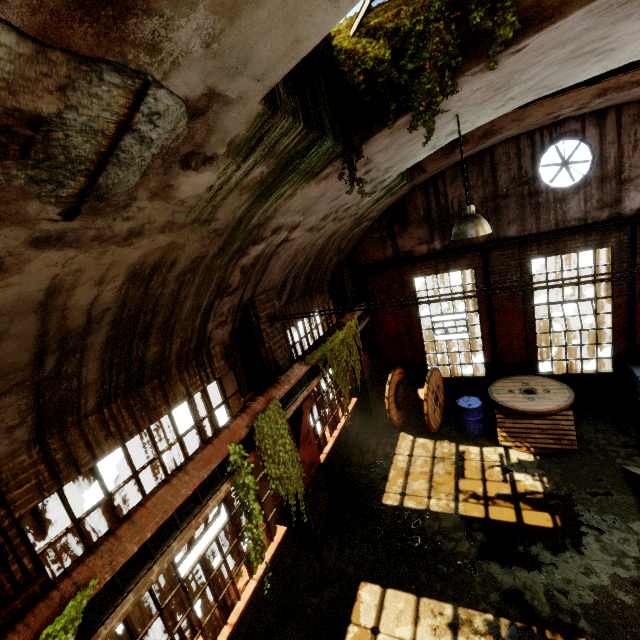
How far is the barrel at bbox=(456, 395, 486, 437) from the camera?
8.95m

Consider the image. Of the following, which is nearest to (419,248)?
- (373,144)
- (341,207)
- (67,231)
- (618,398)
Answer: (341,207)

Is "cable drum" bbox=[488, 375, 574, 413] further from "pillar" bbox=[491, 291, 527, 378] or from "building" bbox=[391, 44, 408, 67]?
"building" bbox=[391, 44, 408, 67]

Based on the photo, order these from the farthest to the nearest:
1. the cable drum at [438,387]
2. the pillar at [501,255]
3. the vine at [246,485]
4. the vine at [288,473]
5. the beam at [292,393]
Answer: the cable drum at [438,387] < the pillar at [501,255] < the beam at [292,393] < the vine at [288,473] < the vine at [246,485]

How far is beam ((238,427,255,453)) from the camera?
4.7m

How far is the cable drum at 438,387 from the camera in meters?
9.3 m

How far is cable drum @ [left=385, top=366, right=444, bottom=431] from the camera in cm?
926

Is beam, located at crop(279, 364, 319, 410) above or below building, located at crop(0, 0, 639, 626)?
below
